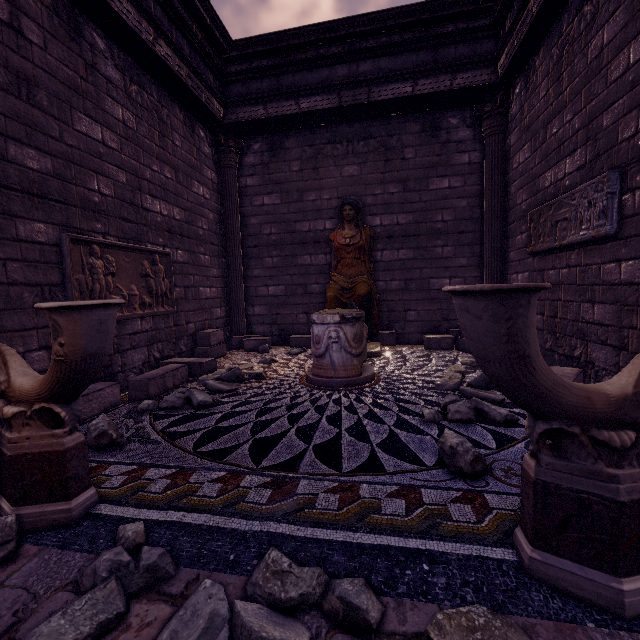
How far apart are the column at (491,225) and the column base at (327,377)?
3.4 meters

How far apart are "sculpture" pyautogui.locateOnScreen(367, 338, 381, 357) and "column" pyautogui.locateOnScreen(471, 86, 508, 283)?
2.15m

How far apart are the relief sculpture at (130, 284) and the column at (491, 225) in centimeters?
605cm

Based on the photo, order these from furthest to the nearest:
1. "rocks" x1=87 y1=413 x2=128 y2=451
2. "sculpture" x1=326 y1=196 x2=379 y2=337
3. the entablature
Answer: "sculpture" x1=326 y1=196 x2=379 y2=337, the entablature, "rocks" x1=87 y1=413 x2=128 y2=451

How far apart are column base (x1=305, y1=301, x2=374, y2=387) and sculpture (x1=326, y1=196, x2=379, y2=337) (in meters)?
0.90

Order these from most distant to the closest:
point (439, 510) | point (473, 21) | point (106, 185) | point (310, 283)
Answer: point (310, 283), point (473, 21), point (106, 185), point (439, 510)

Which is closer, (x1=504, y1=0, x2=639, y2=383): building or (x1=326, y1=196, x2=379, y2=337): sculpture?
(x1=504, y1=0, x2=639, y2=383): building

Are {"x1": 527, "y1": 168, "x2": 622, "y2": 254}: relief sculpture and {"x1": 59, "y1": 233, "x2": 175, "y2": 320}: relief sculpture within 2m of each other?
no
